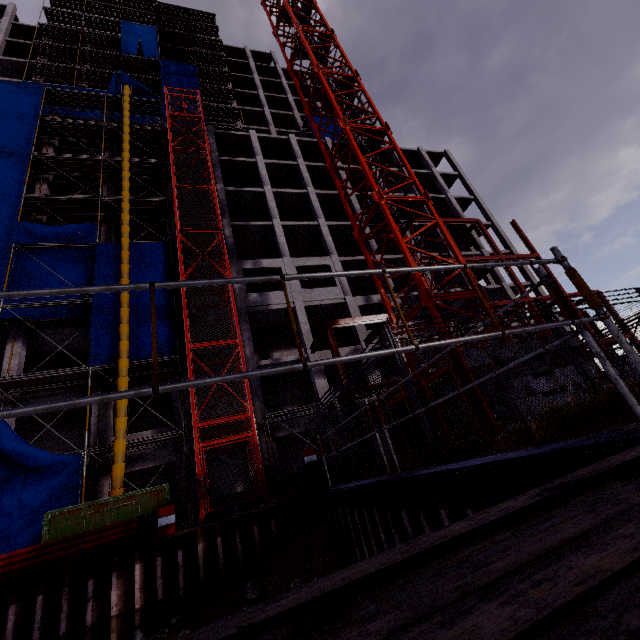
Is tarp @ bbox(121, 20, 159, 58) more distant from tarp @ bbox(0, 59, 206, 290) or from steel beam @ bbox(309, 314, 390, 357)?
steel beam @ bbox(309, 314, 390, 357)

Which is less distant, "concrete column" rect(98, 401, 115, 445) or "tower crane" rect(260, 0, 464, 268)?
"tower crane" rect(260, 0, 464, 268)

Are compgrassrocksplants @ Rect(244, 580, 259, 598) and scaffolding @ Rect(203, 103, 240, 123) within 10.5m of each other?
no

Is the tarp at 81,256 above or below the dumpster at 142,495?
above

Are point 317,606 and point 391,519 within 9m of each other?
yes

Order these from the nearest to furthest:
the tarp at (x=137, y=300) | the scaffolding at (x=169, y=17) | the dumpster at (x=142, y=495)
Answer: the dumpster at (x=142, y=495) < the tarp at (x=137, y=300) < the scaffolding at (x=169, y=17)

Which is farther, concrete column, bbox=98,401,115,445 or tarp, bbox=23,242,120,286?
tarp, bbox=23,242,120,286

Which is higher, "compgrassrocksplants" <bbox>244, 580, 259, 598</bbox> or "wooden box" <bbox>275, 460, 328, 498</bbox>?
"wooden box" <bbox>275, 460, 328, 498</bbox>
